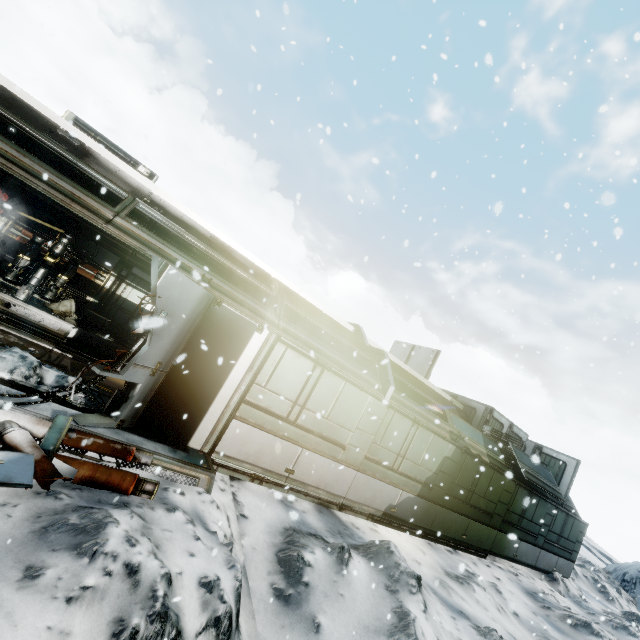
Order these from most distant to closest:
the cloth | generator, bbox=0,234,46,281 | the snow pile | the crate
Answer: the crate, the cloth, generator, bbox=0,234,46,281, the snow pile

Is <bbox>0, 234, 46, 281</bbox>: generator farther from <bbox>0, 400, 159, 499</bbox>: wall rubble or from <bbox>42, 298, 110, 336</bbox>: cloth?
<bbox>0, 400, 159, 499</bbox>: wall rubble

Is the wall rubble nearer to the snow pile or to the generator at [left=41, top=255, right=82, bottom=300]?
the snow pile

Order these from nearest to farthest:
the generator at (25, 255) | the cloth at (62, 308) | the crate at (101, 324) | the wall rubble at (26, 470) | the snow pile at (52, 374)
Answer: the wall rubble at (26, 470) < the snow pile at (52, 374) < the generator at (25, 255) < the cloth at (62, 308) < the crate at (101, 324)

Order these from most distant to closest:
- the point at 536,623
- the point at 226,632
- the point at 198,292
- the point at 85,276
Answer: the point at 85,276
the point at 536,623
the point at 198,292
the point at 226,632

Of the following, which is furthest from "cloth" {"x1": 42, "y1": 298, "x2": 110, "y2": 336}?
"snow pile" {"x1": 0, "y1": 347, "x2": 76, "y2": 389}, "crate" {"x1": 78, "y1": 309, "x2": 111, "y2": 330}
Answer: "snow pile" {"x1": 0, "y1": 347, "x2": 76, "y2": 389}

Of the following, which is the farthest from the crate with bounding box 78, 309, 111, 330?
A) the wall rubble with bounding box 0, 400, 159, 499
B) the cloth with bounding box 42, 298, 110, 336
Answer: the wall rubble with bounding box 0, 400, 159, 499

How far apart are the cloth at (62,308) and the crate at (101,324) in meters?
0.0 m
